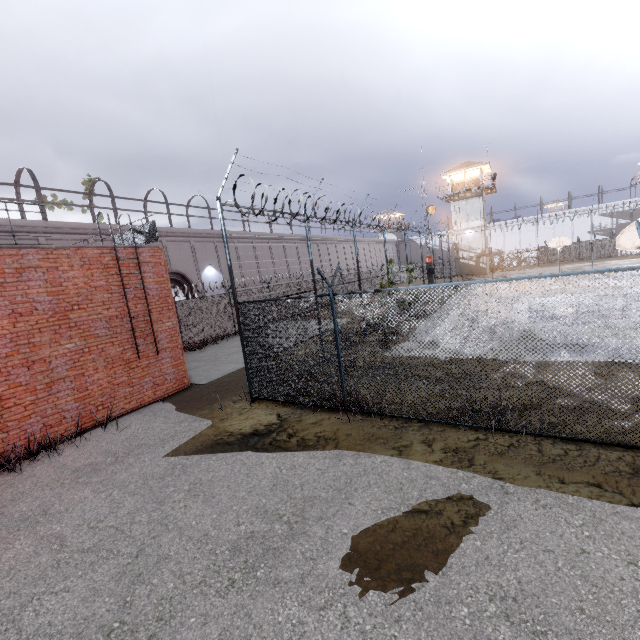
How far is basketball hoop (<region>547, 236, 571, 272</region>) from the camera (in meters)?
28.62

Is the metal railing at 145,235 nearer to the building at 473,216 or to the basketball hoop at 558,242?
the basketball hoop at 558,242

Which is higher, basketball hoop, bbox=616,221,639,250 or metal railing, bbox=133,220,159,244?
metal railing, bbox=133,220,159,244

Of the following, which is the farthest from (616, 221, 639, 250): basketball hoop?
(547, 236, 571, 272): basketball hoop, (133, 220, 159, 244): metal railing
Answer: (547, 236, 571, 272): basketball hoop

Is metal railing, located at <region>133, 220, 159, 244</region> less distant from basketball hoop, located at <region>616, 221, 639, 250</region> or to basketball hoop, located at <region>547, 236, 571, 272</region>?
basketball hoop, located at <region>616, 221, 639, 250</region>

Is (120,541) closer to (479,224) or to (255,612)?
(255,612)

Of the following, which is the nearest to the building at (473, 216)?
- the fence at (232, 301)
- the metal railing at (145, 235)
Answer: the fence at (232, 301)
